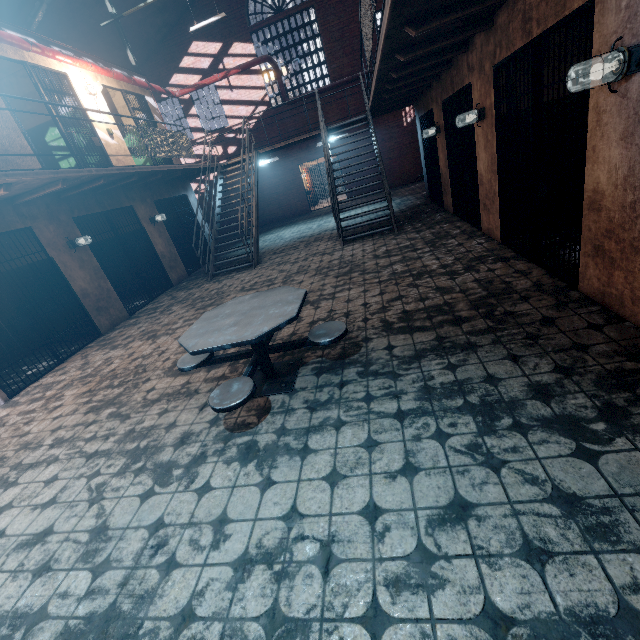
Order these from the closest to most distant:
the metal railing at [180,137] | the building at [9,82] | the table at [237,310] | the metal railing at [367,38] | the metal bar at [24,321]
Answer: the table at [237,310]
the metal railing at [367,38]
the metal railing at [180,137]
the metal bar at [24,321]
the building at [9,82]

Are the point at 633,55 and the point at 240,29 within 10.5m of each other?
no

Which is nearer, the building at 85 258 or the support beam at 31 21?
the building at 85 258

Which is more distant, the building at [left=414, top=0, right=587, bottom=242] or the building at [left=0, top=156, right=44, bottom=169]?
the building at [left=0, top=156, right=44, bottom=169]

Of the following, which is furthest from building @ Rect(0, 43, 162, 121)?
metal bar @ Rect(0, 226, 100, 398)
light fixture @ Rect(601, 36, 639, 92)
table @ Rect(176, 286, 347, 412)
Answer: light fixture @ Rect(601, 36, 639, 92)

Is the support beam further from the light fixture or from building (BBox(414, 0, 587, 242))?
the light fixture

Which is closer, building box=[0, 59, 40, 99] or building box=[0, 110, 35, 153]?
building box=[0, 110, 35, 153]

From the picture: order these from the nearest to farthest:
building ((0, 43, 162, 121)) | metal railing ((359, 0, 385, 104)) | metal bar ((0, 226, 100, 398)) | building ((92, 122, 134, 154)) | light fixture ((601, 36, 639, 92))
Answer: light fixture ((601, 36, 639, 92)) < metal railing ((359, 0, 385, 104)) < metal bar ((0, 226, 100, 398)) < building ((0, 43, 162, 121)) < building ((92, 122, 134, 154))
